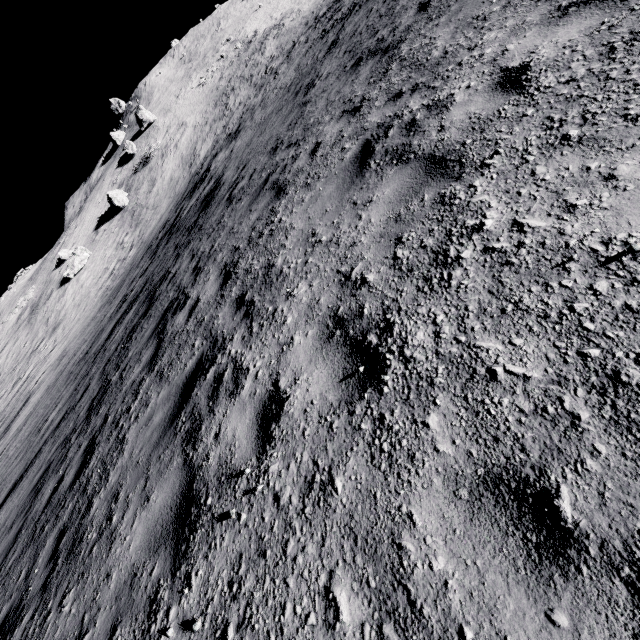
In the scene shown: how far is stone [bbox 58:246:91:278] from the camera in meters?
34.3 m

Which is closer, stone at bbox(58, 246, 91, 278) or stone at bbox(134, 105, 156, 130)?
stone at bbox(58, 246, 91, 278)

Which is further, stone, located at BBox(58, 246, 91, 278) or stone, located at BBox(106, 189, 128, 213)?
stone, located at BBox(106, 189, 128, 213)

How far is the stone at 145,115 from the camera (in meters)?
46.20

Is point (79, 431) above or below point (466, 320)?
below

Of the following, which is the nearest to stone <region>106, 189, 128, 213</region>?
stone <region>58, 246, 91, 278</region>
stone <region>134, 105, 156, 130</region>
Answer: stone <region>58, 246, 91, 278</region>

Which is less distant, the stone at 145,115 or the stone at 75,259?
the stone at 75,259
